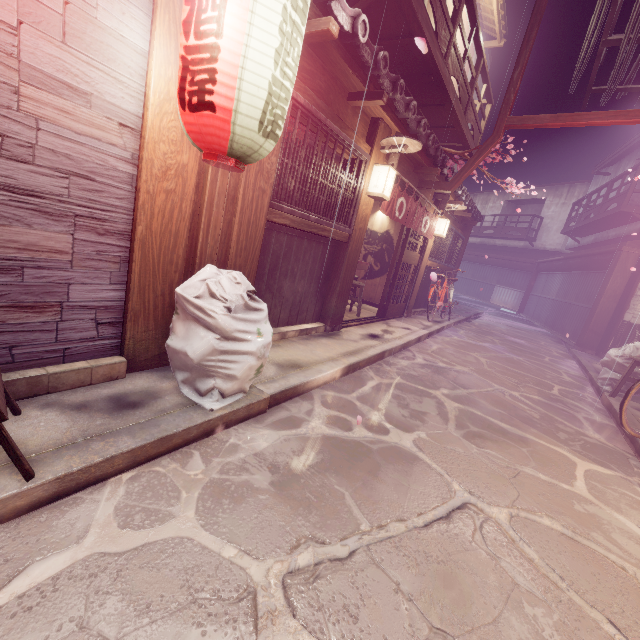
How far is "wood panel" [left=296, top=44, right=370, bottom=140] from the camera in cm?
605

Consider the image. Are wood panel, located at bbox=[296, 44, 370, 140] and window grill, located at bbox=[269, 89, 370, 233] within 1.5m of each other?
yes

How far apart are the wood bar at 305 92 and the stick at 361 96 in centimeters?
53cm

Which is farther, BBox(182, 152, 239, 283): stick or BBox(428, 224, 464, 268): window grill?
BBox(428, 224, 464, 268): window grill

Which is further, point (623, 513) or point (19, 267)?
point (623, 513)

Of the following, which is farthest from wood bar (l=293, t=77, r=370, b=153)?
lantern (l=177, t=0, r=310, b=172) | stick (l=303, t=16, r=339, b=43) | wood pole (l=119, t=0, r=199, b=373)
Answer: lantern (l=177, t=0, r=310, b=172)

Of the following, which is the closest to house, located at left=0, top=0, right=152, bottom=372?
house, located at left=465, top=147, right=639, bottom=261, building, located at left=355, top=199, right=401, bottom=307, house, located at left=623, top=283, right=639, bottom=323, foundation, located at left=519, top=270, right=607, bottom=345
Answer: house, located at left=465, top=147, right=639, bottom=261

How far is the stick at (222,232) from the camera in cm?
487
